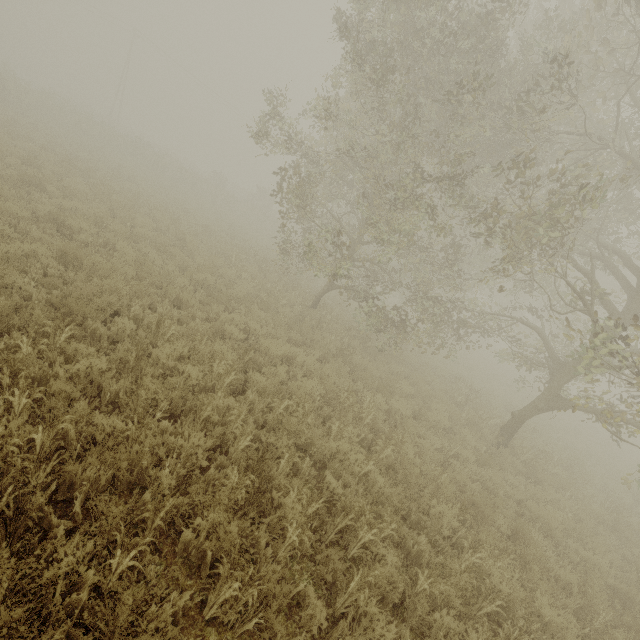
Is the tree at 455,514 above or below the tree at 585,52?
below

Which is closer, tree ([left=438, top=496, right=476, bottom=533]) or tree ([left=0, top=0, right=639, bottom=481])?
tree ([left=438, top=496, right=476, bottom=533])

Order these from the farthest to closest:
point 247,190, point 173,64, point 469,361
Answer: point 247,190, point 173,64, point 469,361

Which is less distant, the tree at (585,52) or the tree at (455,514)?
the tree at (455,514)

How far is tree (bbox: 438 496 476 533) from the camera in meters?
→ 5.4

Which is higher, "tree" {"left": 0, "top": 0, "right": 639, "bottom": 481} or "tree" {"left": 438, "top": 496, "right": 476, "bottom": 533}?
"tree" {"left": 0, "top": 0, "right": 639, "bottom": 481}
